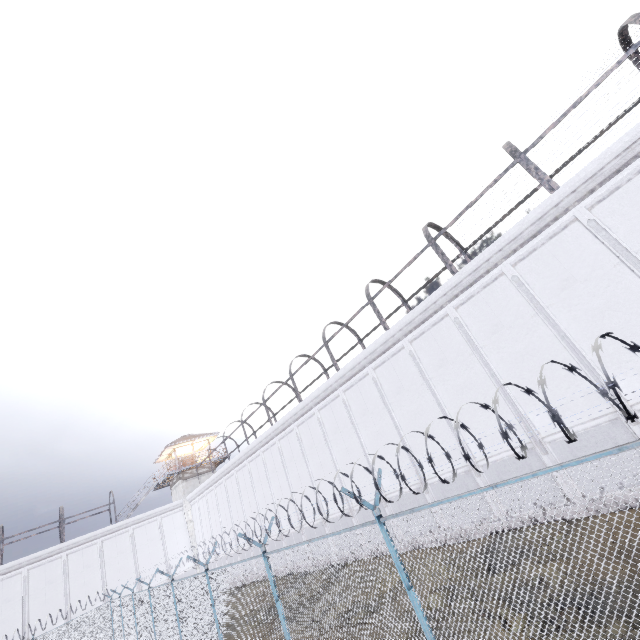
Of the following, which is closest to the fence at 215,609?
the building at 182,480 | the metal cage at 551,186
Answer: the metal cage at 551,186

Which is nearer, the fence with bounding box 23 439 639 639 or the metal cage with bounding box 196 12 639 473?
the fence with bounding box 23 439 639 639

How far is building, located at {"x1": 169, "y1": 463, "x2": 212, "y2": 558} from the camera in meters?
32.8 m

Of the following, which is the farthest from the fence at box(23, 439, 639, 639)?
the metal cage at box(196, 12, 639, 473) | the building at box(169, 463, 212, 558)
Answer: the building at box(169, 463, 212, 558)

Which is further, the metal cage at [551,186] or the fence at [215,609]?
the metal cage at [551,186]

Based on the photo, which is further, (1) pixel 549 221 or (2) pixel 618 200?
(1) pixel 549 221
